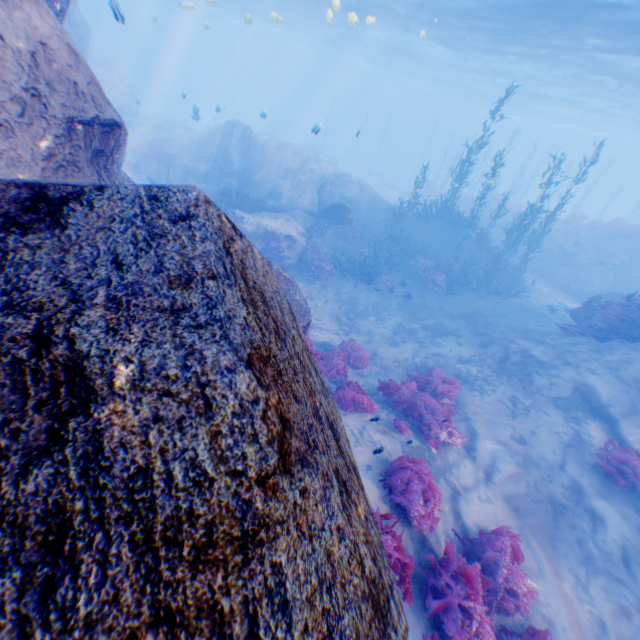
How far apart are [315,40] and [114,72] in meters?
27.0 m

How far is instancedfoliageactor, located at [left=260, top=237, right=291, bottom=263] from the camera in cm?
1563

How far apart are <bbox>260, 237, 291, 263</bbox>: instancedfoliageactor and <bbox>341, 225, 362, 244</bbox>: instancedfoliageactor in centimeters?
386cm

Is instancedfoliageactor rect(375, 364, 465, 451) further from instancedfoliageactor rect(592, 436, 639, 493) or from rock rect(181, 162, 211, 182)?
instancedfoliageactor rect(592, 436, 639, 493)

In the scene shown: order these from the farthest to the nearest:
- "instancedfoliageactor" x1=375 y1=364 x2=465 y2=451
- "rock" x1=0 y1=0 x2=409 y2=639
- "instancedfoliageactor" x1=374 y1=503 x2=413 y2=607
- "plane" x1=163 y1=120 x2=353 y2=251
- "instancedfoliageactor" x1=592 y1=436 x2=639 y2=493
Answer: "plane" x1=163 y1=120 x2=353 y2=251 < "instancedfoliageactor" x1=375 y1=364 x2=465 y2=451 < "instancedfoliageactor" x1=592 y1=436 x2=639 y2=493 < "instancedfoliageactor" x1=374 y1=503 x2=413 y2=607 < "rock" x1=0 y1=0 x2=409 y2=639

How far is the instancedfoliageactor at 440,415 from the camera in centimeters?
800cm

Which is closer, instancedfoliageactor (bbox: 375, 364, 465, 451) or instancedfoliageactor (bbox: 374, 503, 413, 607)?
instancedfoliageactor (bbox: 374, 503, 413, 607)

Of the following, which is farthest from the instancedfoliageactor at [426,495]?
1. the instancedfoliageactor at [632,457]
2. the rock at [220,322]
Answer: the instancedfoliageactor at [632,457]
